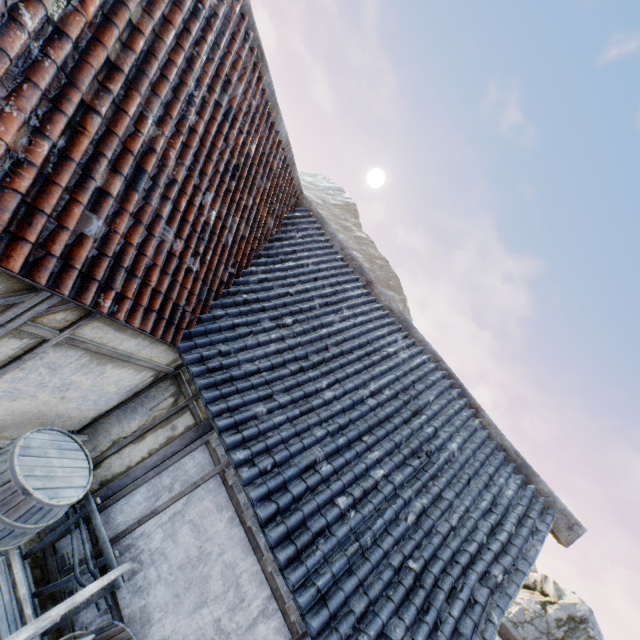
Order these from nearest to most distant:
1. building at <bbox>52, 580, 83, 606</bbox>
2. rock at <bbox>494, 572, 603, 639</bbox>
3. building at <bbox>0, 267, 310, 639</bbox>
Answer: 1. building at <bbox>0, 267, 310, 639</bbox>
2. building at <bbox>52, 580, 83, 606</bbox>
3. rock at <bbox>494, 572, 603, 639</bbox>

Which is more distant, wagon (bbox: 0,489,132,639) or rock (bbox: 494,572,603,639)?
rock (bbox: 494,572,603,639)

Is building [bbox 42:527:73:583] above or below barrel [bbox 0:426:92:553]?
below

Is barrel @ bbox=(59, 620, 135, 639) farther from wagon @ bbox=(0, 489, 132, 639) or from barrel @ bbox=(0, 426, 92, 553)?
barrel @ bbox=(0, 426, 92, 553)

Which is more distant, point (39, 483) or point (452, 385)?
point (452, 385)

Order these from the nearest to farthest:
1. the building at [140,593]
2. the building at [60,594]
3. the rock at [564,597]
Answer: the building at [140,593], the building at [60,594], the rock at [564,597]

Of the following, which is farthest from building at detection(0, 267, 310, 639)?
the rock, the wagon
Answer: the rock

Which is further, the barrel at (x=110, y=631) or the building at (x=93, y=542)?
the building at (x=93, y=542)
